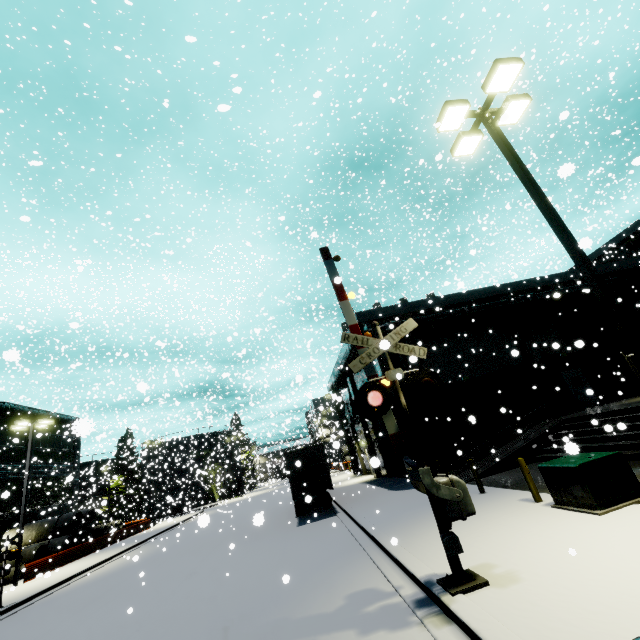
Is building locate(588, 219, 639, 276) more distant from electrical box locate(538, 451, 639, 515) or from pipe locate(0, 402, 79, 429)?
electrical box locate(538, 451, 639, 515)

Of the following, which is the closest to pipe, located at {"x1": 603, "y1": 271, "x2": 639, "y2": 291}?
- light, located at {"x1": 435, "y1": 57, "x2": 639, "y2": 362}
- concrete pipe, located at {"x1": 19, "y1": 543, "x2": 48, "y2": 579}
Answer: light, located at {"x1": 435, "y1": 57, "x2": 639, "y2": 362}

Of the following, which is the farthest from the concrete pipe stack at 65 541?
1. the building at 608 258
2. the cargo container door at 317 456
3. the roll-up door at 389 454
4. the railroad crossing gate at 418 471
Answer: the railroad crossing gate at 418 471

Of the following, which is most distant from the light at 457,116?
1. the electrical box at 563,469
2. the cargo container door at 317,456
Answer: the cargo container door at 317,456

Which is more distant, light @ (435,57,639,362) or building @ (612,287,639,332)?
building @ (612,287,639,332)

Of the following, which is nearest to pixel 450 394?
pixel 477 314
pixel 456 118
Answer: pixel 477 314

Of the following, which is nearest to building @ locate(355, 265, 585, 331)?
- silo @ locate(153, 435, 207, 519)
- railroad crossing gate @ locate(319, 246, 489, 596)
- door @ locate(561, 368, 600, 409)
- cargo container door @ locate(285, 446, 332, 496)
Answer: door @ locate(561, 368, 600, 409)

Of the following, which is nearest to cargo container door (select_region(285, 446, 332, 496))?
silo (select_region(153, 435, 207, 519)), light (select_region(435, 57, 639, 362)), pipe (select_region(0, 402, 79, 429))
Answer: light (select_region(435, 57, 639, 362))
